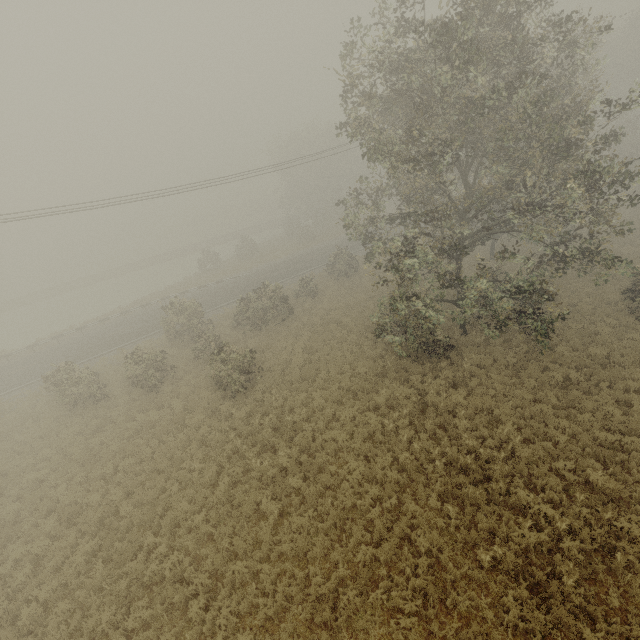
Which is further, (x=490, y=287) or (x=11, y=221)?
(x=11, y=221)
